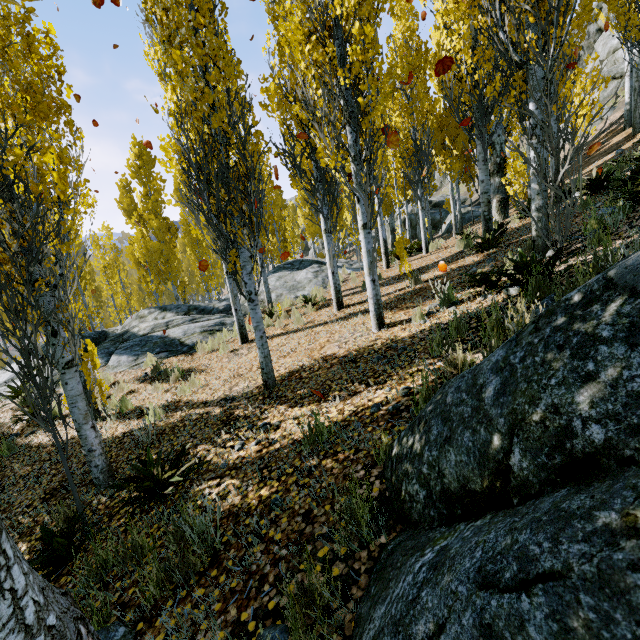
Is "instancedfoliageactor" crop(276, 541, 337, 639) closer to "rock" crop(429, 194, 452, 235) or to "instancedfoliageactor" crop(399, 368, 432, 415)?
"instancedfoliageactor" crop(399, 368, 432, 415)

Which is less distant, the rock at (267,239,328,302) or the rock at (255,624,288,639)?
the rock at (255,624,288,639)

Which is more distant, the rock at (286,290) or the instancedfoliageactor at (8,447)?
the rock at (286,290)

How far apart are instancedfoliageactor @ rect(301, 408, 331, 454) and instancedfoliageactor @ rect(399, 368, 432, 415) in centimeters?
94cm

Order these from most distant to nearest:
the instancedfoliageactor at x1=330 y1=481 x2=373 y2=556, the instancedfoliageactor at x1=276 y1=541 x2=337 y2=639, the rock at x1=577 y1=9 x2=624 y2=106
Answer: the rock at x1=577 y1=9 x2=624 y2=106 → the instancedfoliageactor at x1=330 y1=481 x2=373 y2=556 → the instancedfoliageactor at x1=276 y1=541 x2=337 y2=639

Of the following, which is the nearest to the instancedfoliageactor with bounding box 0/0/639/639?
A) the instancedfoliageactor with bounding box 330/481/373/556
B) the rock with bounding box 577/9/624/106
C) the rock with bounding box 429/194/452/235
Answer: Result: the rock with bounding box 577/9/624/106

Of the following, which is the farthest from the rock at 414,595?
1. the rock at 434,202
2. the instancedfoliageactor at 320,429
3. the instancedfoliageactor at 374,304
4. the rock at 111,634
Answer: the rock at 434,202

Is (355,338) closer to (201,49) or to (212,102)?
(212,102)
